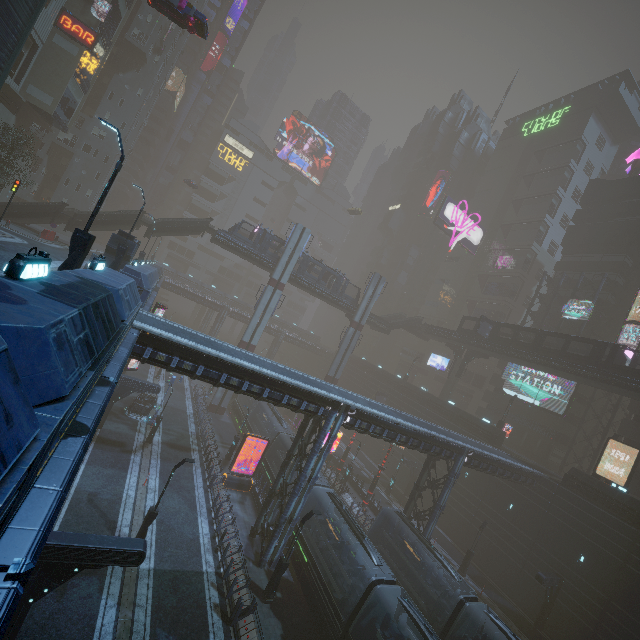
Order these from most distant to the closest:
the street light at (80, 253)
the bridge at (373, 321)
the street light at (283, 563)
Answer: the bridge at (373, 321)
the street light at (283, 563)
the street light at (80, 253)

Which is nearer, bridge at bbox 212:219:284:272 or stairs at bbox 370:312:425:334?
bridge at bbox 212:219:284:272

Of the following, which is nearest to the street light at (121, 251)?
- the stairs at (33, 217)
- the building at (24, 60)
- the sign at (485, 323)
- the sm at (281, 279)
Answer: the building at (24, 60)

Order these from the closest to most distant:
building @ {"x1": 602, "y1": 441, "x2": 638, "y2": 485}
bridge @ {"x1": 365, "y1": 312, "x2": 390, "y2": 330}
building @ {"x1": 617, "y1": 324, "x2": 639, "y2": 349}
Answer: building @ {"x1": 602, "y1": 441, "x2": 638, "y2": 485} → building @ {"x1": 617, "y1": 324, "x2": 639, "y2": 349} → bridge @ {"x1": 365, "y1": 312, "x2": 390, "y2": 330}

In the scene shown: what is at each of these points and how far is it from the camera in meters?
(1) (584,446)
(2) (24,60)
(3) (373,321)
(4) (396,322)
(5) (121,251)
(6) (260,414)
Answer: (1) building, 46.5
(2) building, 32.3
(3) bridge, 51.1
(4) stairs, 53.6
(5) street light, 20.9
(6) train, 37.8

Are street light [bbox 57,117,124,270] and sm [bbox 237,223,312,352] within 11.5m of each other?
no

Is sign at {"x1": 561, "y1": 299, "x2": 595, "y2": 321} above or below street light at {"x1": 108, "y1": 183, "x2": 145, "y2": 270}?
above

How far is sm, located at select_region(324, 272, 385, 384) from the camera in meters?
48.0 m
